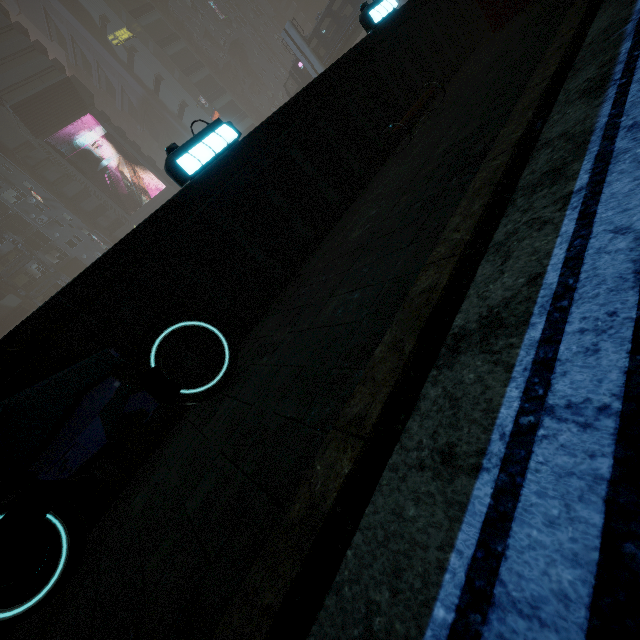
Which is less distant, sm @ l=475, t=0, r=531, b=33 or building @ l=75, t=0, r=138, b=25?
sm @ l=475, t=0, r=531, b=33

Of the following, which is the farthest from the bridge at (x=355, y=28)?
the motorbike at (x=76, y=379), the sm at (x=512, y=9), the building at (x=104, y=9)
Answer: the motorbike at (x=76, y=379)

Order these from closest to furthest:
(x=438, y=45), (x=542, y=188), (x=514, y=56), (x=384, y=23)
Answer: (x=542, y=188) < (x=514, y=56) < (x=384, y=23) < (x=438, y=45)

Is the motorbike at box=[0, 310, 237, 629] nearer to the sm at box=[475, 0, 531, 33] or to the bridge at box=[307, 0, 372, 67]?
the sm at box=[475, 0, 531, 33]

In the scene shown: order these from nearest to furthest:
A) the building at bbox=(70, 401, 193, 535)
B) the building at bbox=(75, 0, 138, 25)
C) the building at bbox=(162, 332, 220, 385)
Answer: the building at bbox=(70, 401, 193, 535), the building at bbox=(162, 332, 220, 385), the building at bbox=(75, 0, 138, 25)

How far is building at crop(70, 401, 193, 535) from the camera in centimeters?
347cm

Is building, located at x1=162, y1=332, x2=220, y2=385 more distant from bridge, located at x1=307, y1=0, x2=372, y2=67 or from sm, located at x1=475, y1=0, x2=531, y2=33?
bridge, located at x1=307, y1=0, x2=372, y2=67

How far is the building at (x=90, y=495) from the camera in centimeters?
347cm
